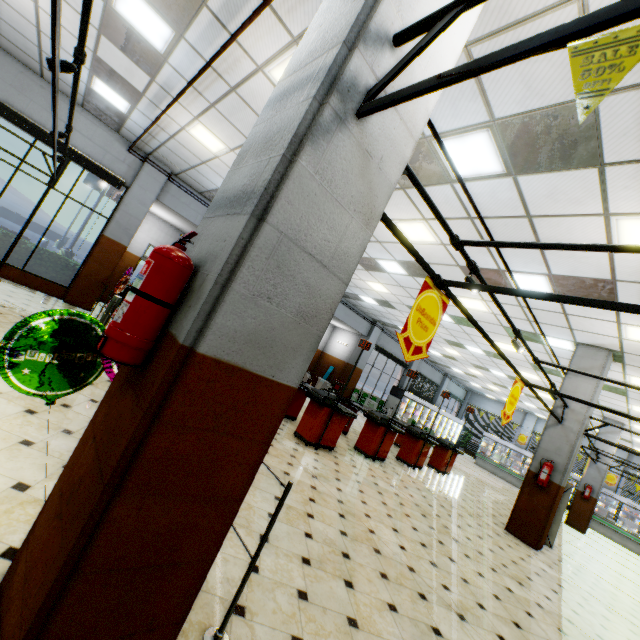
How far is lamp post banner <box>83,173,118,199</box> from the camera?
20.0 meters

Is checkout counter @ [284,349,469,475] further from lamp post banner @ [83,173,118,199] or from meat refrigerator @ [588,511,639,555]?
lamp post banner @ [83,173,118,199]

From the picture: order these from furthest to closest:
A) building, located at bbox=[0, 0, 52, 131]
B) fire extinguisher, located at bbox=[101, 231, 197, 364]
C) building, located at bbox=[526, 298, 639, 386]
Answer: building, located at bbox=[526, 298, 639, 386]
building, located at bbox=[0, 0, 52, 131]
fire extinguisher, located at bbox=[101, 231, 197, 364]

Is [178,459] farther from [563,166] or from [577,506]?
[577,506]

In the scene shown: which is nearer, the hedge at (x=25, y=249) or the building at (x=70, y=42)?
the building at (x=70, y=42)

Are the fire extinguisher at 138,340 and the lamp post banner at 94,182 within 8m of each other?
no

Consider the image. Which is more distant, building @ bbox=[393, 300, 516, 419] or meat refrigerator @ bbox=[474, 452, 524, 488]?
meat refrigerator @ bbox=[474, 452, 524, 488]

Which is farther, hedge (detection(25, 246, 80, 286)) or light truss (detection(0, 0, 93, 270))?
hedge (detection(25, 246, 80, 286))
